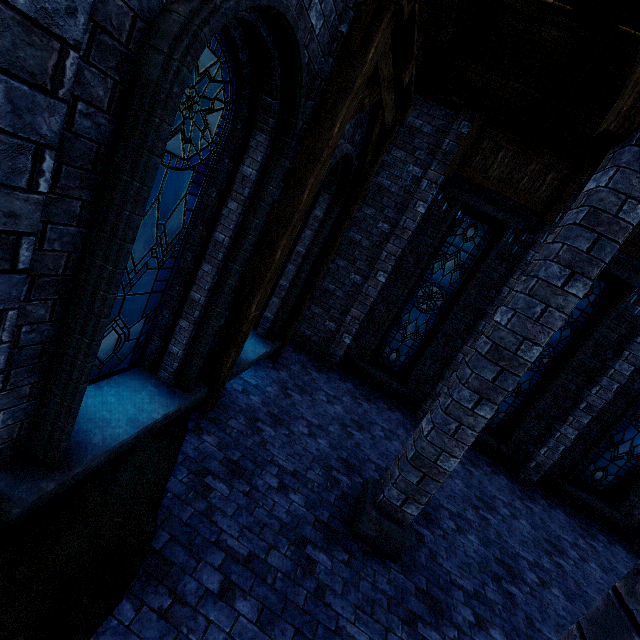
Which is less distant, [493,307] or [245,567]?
[245,567]

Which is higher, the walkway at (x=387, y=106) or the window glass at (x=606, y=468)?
the walkway at (x=387, y=106)

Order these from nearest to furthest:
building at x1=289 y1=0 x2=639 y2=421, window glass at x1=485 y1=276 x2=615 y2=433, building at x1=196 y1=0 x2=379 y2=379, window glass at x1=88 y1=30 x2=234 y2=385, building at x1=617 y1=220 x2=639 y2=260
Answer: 1. window glass at x1=88 y1=30 x2=234 y2=385
2. building at x1=196 y1=0 x2=379 y2=379
3. building at x1=289 y1=0 x2=639 y2=421
4. building at x1=617 y1=220 x2=639 y2=260
5. window glass at x1=485 y1=276 x2=615 y2=433

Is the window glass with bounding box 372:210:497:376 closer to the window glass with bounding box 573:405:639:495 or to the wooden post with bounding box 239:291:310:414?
the wooden post with bounding box 239:291:310:414

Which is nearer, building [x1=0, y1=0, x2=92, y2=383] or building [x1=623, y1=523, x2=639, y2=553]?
building [x1=0, y1=0, x2=92, y2=383]

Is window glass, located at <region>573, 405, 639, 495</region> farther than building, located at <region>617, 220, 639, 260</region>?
Yes

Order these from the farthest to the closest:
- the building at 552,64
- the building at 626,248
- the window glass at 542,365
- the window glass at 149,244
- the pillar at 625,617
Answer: the window glass at 542,365 → the building at 626,248 → the building at 552,64 → the window glass at 149,244 → the pillar at 625,617

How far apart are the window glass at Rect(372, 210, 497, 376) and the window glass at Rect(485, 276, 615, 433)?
1.8m
